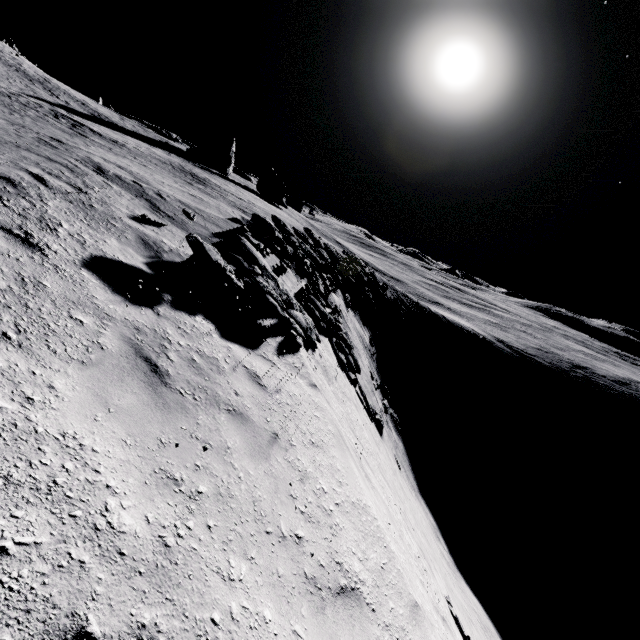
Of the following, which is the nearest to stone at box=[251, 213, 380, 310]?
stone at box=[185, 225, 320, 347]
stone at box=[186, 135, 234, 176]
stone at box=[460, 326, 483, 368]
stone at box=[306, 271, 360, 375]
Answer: stone at box=[306, 271, 360, 375]

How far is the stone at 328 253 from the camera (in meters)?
17.42

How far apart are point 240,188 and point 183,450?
48.59m

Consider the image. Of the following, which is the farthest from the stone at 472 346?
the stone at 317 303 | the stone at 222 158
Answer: the stone at 222 158

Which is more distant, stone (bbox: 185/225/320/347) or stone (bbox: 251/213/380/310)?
stone (bbox: 251/213/380/310)

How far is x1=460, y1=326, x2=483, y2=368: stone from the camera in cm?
5041

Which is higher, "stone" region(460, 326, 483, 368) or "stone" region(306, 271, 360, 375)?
"stone" region(306, 271, 360, 375)

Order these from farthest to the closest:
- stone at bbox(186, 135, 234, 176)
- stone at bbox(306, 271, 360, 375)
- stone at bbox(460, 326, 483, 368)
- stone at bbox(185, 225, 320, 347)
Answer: stone at bbox(186, 135, 234, 176) < stone at bbox(460, 326, 483, 368) < stone at bbox(306, 271, 360, 375) < stone at bbox(185, 225, 320, 347)
